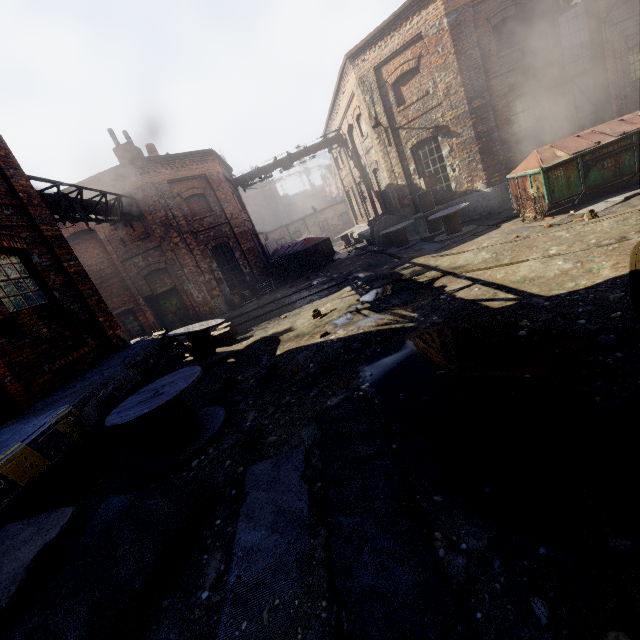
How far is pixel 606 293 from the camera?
4.4 meters

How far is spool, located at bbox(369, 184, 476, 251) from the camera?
12.0 meters

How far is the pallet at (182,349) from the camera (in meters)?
9.07

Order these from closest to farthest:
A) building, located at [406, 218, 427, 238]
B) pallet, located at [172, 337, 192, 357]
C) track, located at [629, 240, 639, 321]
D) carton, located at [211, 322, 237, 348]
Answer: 1. track, located at [629, 240, 639, 321]
2. pallet, located at [172, 337, 192, 357]
3. carton, located at [211, 322, 237, 348]
4. building, located at [406, 218, 427, 238]

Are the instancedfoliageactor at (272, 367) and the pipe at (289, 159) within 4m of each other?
no

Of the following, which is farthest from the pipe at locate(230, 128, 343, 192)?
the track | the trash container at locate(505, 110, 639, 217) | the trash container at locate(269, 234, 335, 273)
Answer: the track

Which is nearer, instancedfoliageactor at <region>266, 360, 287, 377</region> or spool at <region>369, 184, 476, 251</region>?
instancedfoliageactor at <region>266, 360, 287, 377</region>

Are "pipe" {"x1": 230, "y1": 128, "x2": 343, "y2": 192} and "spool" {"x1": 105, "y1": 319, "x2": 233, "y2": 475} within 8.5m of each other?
no
